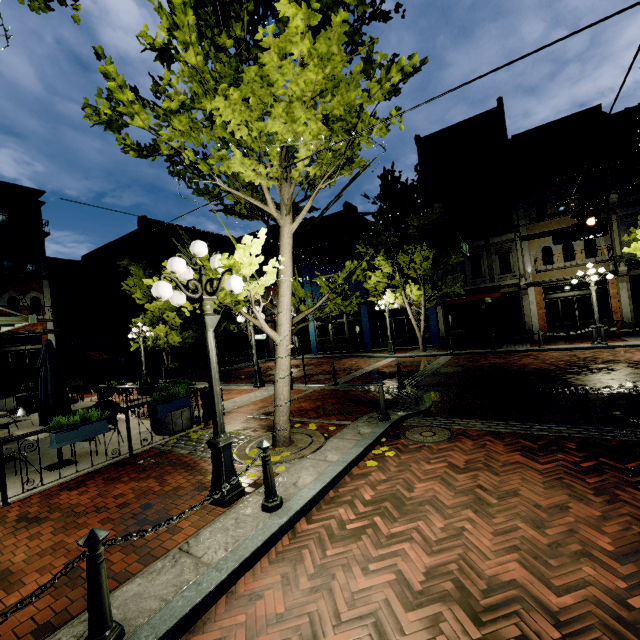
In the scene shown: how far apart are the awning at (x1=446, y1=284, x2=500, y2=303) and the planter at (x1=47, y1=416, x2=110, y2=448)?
18.5 meters

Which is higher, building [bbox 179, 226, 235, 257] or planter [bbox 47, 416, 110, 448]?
building [bbox 179, 226, 235, 257]

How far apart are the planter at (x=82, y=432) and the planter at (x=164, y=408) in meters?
1.0 m

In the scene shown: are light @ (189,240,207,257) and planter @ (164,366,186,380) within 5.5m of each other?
no

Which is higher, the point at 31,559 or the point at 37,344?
the point at 37,344

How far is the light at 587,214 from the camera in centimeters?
1018cm

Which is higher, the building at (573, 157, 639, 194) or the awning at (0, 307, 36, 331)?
the building at (573, 157, 639, 194)

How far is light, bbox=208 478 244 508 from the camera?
4.3m
